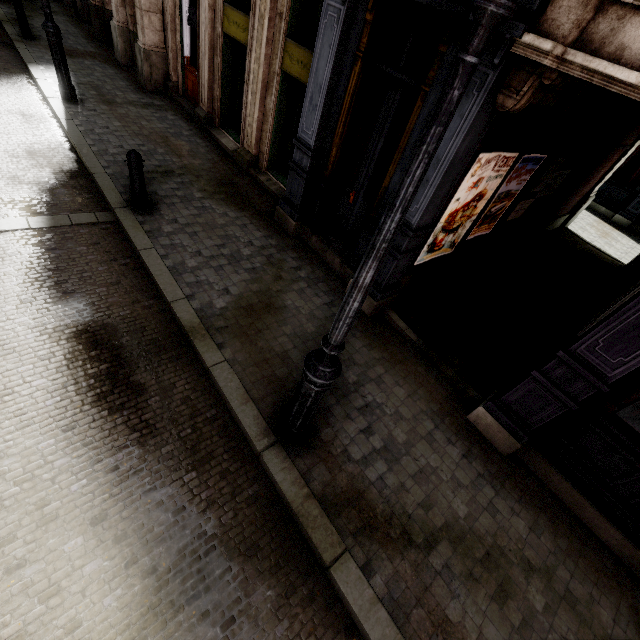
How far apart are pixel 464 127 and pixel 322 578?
4.90m

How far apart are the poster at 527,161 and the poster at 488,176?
0.3 meters

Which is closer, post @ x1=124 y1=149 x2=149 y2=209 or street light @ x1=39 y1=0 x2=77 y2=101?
post @ x1=124 y1=149 x2=149 y2=209

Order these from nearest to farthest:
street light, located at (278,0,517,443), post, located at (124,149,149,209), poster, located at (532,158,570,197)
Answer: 1. street light, located at (278,0,517,443)
2. post, located at (124,149,149,209)
3. poster, located at (532,158,570,197)

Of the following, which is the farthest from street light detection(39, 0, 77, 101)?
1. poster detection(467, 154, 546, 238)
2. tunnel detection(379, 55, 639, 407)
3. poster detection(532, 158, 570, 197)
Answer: poster detection(532, 158, 570, 197)

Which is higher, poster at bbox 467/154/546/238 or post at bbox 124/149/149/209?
poster at bbox 467/154/546/238

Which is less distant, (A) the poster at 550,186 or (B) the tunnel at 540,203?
(B) the tunnel at 540,203

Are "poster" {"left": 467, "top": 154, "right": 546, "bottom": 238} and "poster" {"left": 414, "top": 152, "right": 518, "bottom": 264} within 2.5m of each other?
yes
